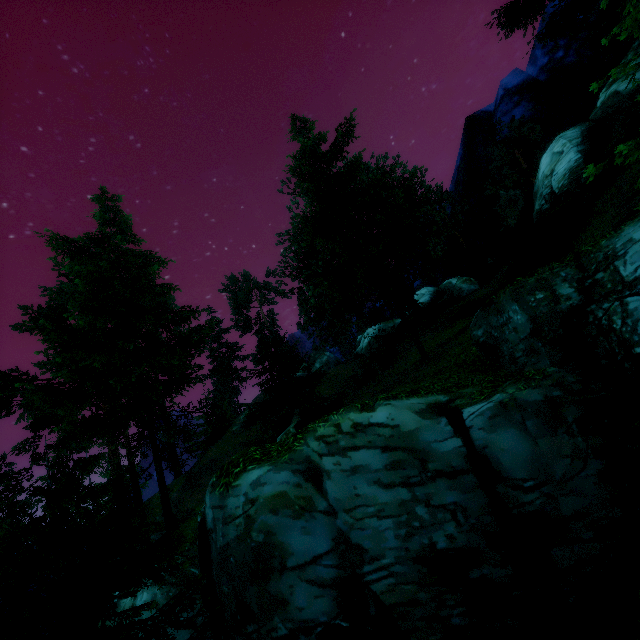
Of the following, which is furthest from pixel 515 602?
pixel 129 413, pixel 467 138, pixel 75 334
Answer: pixel 467 138

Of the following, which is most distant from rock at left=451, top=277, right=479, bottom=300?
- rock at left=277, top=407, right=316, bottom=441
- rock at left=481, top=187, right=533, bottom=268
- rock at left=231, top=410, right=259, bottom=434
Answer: rock at left=231, top=410, right=259, bottom=434

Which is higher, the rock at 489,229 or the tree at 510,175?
the tree at 510,175

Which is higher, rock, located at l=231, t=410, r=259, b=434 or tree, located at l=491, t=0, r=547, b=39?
tree, located at l=491, t=0, r=547, b=39

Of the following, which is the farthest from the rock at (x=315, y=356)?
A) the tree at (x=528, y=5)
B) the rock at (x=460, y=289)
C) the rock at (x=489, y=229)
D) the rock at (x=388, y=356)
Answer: the rock at (x=489, y=229)

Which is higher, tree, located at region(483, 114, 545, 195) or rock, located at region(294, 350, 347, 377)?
tree, located at region(483, 114, 545, 195)

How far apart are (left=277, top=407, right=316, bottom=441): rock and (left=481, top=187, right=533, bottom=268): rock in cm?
1917

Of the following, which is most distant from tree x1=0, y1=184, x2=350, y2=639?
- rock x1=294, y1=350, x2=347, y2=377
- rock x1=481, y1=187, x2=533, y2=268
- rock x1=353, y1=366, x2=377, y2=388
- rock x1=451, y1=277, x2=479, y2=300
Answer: rock x1=481, y1=187, x2=533, y2=268
